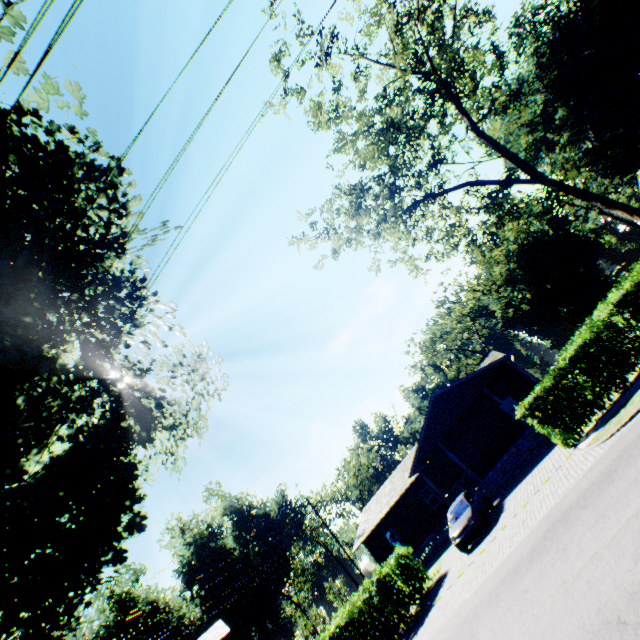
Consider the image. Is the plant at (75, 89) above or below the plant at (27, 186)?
above

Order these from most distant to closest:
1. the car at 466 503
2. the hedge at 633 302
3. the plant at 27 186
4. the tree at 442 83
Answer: the tree at 442 83 → the car at 466 503 → the hedge at 633 302 → the plant at 27 186

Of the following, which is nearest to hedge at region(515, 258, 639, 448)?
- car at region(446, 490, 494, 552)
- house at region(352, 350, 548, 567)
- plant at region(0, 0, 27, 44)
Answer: car at region(446, 490, 494, 552)

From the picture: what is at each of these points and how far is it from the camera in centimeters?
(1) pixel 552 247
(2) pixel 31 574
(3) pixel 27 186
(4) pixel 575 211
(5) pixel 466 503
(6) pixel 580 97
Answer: (1) plant, 4831cm
(2) plant, 874cm
(3) plant, 789cm
(4) plant, 5369cm
(5) car, 1662cm
(6) plant, 4616cm

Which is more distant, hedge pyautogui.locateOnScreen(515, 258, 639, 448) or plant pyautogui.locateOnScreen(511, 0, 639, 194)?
plant pyautogui.locateOnScreen(511, 0, 639, 194)

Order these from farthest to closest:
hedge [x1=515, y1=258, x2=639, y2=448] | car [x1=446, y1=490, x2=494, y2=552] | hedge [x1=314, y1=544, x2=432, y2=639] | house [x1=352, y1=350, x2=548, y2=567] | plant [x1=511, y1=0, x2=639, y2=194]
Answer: plant [x1=511, y1=0, x2=639, y2=194], house [x1=352, y1=350, x2=548, y2=567], car [x1=446, y1=490, x2=494, y2=552], hedge [x1=314, y1=544, x2=432, y2=639], hedge [x1=515, y1=258, x2=639, y2=448]

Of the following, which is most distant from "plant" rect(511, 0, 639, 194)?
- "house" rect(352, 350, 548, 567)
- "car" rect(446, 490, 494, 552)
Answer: "house" rect(352, 350, 548, 567)
